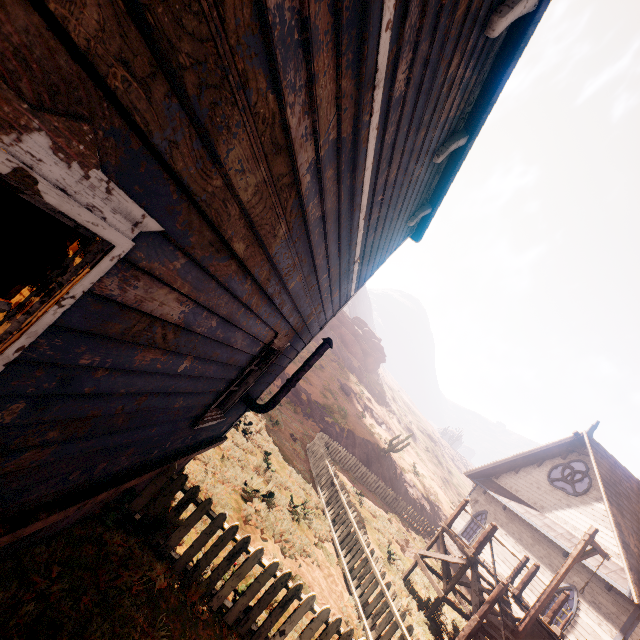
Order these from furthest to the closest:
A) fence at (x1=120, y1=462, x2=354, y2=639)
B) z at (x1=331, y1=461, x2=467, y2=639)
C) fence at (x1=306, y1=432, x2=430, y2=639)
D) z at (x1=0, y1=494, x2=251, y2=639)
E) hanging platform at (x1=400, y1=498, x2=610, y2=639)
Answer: z at (x1=331, y1=461, x2=467, y2=639) → hanging platform at (x1=400, y1=498, x2=610, y2=639) → fence at (x1=306, y1=432, x2=430, y2=639) → fence at (x1=120, y1=462, x2=354, y2=639) → z at (x1=0, y1=494, x2=251, y2=639)

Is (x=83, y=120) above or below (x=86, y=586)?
above

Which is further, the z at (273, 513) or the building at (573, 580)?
the building at (573, 580)

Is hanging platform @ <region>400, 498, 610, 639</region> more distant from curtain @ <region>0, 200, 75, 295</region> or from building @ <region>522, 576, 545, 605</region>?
curtain @ <region>0, 200, 75, 295</region>

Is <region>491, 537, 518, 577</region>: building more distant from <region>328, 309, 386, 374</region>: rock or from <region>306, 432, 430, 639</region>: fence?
<region>328, 309, 386, 374</region>: rock

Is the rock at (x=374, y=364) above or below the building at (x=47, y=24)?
above

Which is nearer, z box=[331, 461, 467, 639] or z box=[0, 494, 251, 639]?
z box=[0, 494, 251, 639]

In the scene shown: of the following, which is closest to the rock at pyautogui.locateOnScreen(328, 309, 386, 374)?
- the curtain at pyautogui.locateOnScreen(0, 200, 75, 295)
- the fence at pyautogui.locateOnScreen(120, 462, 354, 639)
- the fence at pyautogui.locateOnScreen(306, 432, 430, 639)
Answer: the fence at pyautogui.locateOnScreen(306, 432, 430, 639)
